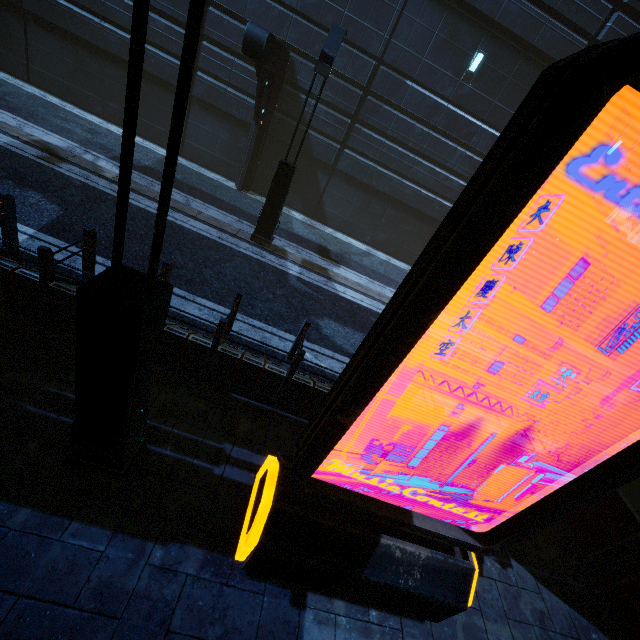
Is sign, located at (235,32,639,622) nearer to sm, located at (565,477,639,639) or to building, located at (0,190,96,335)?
building, located at (0,190,96,335)

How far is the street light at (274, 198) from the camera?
7.5 meters

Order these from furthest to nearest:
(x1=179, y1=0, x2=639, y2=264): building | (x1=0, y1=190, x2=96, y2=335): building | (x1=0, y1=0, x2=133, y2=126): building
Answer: (x1=0, y1=0, x2=133, y2=126): building → (x1=179, y1=0, x2=639, y2=264): building → (x1=0, y1=190, x2=96, y2=335): building

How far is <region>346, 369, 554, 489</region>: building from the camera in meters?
5.3 m

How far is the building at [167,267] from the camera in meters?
4.9

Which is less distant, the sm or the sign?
the sign

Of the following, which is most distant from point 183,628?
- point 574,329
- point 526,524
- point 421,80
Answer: point 574,329
